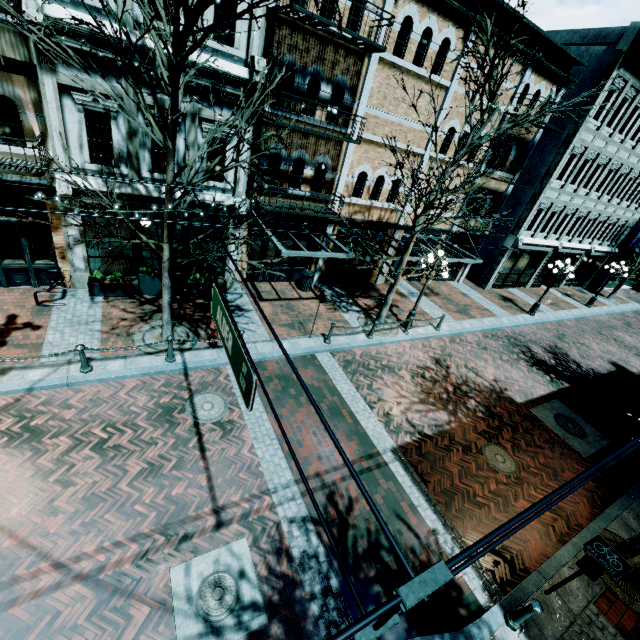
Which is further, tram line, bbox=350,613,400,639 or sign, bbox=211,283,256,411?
sign, bbox=211,283,256,411

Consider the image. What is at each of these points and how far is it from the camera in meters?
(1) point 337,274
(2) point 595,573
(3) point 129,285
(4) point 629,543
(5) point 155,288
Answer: (1) building, 16.5
(2) light, 6.9
(3) planter, 11.1
(4) light, 6.5
(5) planter, 11.6

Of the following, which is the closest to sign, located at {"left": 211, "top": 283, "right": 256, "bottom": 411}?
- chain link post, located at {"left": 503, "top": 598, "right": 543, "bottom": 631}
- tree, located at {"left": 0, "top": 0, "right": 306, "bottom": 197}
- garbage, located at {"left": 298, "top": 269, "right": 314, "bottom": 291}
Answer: tree, located at {"left": 0, "top": 0, "right": 306, "bottom": 197}

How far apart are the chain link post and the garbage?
11.89m

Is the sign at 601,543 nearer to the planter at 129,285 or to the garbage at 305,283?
the garbage at 305,283

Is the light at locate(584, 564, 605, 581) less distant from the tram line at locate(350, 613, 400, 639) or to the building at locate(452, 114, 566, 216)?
the tram line at locate(350, 613, 400, 639)

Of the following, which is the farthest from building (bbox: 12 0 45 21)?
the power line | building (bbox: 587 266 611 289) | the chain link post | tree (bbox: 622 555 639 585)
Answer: building (bbox: 587 266 611 289)

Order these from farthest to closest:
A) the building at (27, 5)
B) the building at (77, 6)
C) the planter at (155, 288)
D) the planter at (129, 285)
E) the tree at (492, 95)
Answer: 1. the planter at (155, 288)
2. the planter at (129, 285)
3. the tree at (492, 95)
4. the building at (77, 6)
5. the building at (27, 5)
